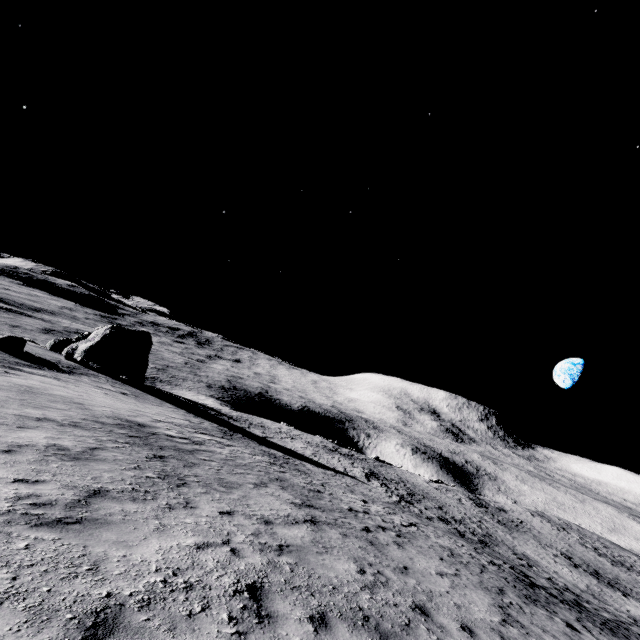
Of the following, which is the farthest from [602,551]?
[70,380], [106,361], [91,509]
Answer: → [106,361]

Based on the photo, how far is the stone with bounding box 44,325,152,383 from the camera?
34.1 meters

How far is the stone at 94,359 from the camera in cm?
3412
